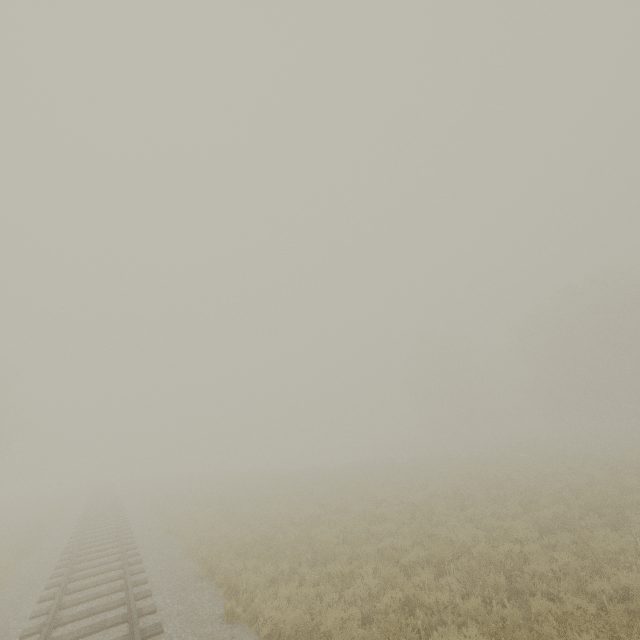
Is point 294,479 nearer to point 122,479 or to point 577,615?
point 577,615
